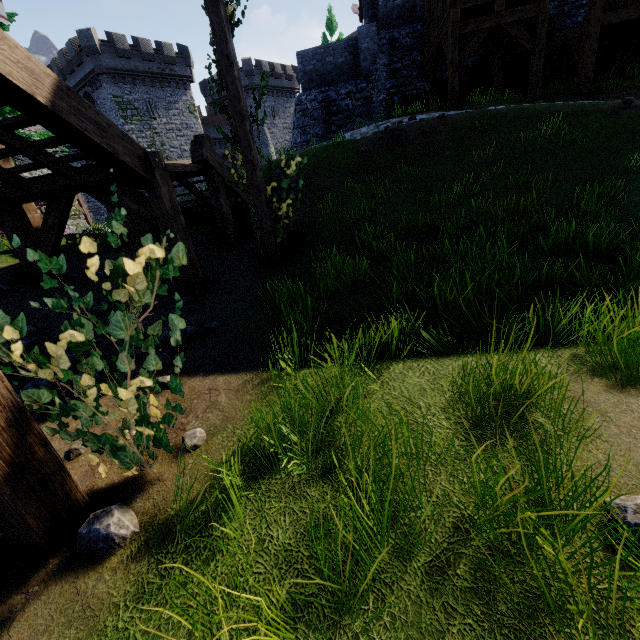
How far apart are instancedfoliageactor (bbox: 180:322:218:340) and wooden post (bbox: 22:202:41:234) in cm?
579

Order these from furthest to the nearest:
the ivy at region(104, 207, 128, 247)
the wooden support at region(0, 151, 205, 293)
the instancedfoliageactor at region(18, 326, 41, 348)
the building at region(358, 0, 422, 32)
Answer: the building at region(358, 0, 422, 32)
the wooden support at region(0, 151, 205, 293)
the instancedfoliageactor at region(18, 326, 41, 348)
the ivy at region(104, 207, 128, 247)

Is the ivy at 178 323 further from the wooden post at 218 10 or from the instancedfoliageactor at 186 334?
the instancedfoliageactor at 186 334

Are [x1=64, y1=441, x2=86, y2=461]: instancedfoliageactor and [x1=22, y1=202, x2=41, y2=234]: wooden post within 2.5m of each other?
no

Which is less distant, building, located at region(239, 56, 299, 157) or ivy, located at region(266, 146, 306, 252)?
ivy, located at region(266, 146, 306, 252)

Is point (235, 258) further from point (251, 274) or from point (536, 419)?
point (536, 419)

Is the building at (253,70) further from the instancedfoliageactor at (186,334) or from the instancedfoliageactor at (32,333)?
the instancedfoliageactor at (186,334)

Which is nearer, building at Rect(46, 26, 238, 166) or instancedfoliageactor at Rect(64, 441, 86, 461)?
instancedfoliageactor at Rect(64, 441, 86, 461)
